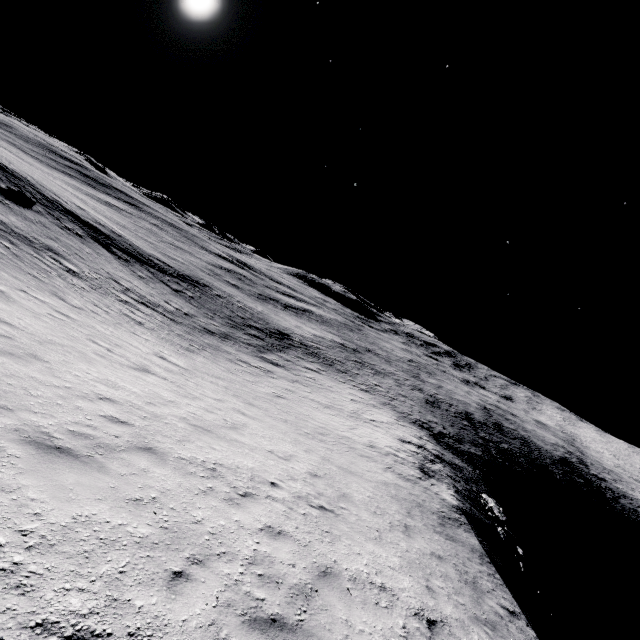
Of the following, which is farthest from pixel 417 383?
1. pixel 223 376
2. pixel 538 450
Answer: pixel 223 376
